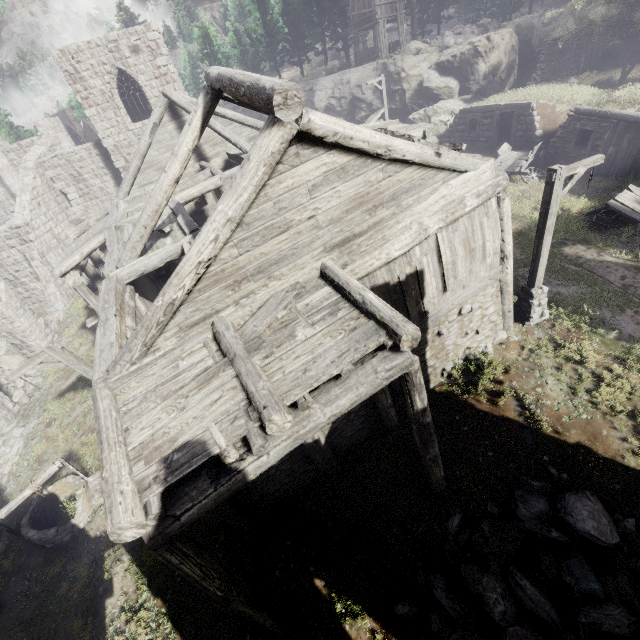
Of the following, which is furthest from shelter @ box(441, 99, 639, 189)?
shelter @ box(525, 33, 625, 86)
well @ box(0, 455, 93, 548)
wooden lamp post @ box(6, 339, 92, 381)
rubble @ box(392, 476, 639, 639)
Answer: well @ box(0, 455, 93, 548)

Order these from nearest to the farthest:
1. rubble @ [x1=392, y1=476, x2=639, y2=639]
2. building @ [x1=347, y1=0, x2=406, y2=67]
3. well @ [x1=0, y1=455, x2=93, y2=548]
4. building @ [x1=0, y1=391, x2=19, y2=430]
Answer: rubble @ [x1=392, y1=476, x2=639, y2=639]
well @ [x1=0, y1=455, x2=93, y2=548]
building @ [x1=0, y1=391, x2=19, y2=430]
building @ [x1=347, y1=0, x2=406, y2=67]

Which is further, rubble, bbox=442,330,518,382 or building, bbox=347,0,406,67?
building, bbox=347,0,406,67

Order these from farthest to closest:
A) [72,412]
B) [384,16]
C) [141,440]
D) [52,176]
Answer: [384,16]
[52,176]
[72,412]
[141,440]

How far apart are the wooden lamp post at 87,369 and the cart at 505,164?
19.9 meters

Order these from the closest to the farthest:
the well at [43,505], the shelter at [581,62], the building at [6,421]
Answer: the well at [43,505], the building at [6,421], the shelter at [581,62]

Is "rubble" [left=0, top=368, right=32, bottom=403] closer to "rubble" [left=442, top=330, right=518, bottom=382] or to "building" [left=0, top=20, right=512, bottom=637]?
"building" [left=0, top=20, right=512, bottom=637]

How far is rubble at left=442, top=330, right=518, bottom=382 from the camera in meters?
9.5 m
